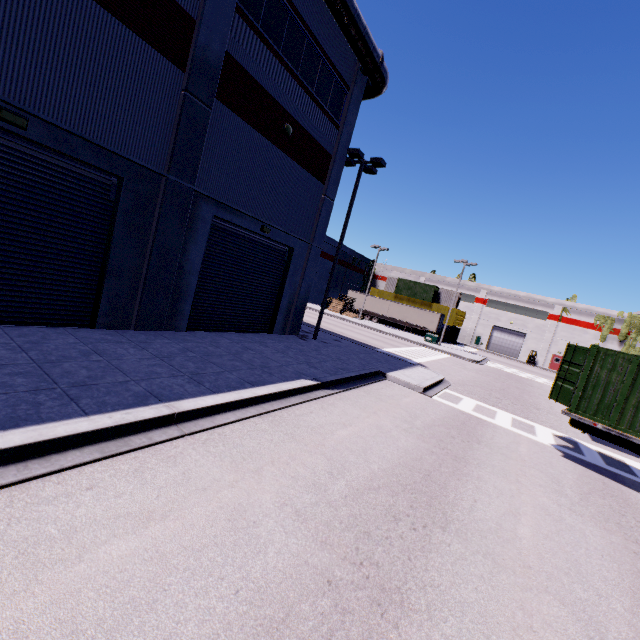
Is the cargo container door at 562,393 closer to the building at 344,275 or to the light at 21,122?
the building at 344,275

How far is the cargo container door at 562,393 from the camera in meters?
9.7 m

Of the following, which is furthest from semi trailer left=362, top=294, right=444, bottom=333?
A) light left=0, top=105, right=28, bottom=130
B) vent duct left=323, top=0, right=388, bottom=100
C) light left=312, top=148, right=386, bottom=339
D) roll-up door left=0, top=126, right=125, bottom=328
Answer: light left=0, top=105, right=28, bottom=130

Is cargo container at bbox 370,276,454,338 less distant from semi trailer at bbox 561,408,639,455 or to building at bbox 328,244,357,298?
semi trailer at bbox 561,408,639,455

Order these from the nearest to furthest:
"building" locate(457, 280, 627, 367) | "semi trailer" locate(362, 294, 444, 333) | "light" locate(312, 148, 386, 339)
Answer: "light" locate(312, 148, 386, 339), "semi trailer" locate(362, 294, 444, 333), "building" locate(457, 280, 627, 367)

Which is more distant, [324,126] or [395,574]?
[324,126]

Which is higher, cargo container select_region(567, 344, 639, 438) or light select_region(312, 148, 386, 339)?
light select_region(312, 148, 386, 339)

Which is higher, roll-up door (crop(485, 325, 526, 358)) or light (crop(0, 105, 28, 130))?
light (crop(0, 105, 28, 130))
